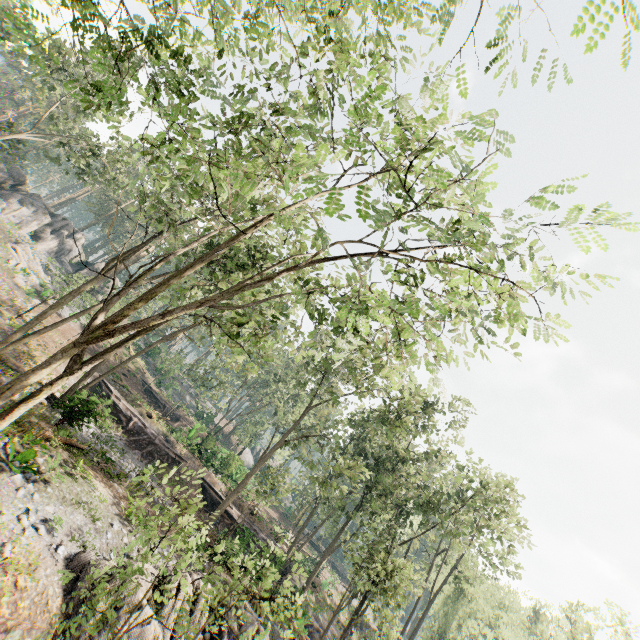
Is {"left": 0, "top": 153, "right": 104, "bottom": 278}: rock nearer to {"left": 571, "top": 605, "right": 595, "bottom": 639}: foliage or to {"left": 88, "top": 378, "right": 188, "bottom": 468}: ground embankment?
{"left": 571, "top": 605, "right": 595, "bottom": 639}: foliage

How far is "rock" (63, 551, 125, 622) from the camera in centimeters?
955cm

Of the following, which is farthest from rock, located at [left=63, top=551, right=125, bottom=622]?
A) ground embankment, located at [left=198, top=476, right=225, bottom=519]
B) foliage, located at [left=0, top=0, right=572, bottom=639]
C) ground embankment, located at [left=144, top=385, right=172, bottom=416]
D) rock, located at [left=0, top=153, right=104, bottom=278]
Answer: rock, located at [left=0, top=153, right=104, bottom=278]

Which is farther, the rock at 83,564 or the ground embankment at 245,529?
the ground embankment at 245,529

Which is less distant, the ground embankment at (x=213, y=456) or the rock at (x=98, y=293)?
the ground embankment at (x=213, y=456)

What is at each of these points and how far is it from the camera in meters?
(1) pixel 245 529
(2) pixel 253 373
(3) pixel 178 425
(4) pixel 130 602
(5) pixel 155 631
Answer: (1) ground embankment, 22.1 m
(2) foliage, 13.0 m
(3) ground embankment, 41.7 m
(4) rock, 10.4 m
(5) rock, 10.4 m

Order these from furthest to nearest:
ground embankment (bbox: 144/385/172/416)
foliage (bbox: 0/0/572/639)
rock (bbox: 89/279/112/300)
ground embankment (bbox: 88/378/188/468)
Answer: rock (bbox: 89/279/112/300)
ground embankment (bbox: 144/385/172/416)
ground embankment (bbox: 88/378/188/468)
foliage (bbox: 0/0/572/639)

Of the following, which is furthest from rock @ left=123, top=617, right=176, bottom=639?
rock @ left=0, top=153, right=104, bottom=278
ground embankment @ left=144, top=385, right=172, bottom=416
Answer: rock @ left=0, top=153, right=104, bottom=278
